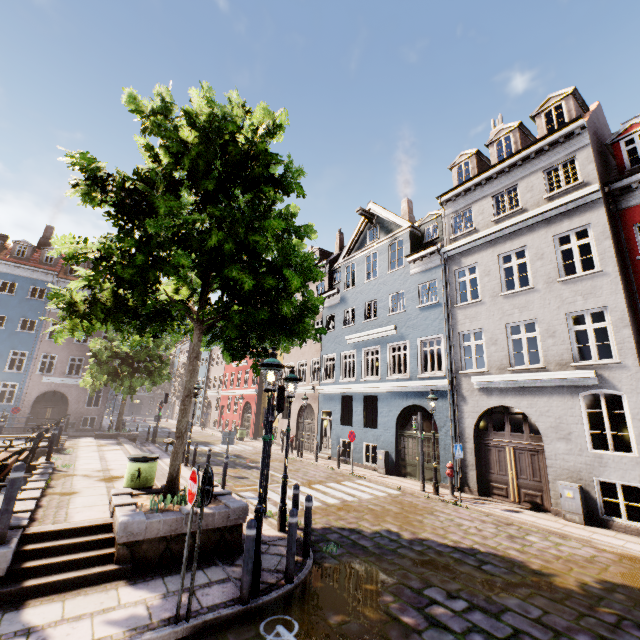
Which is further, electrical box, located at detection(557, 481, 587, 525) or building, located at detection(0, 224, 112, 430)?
building, located at detection(0, 224, 112, 430)

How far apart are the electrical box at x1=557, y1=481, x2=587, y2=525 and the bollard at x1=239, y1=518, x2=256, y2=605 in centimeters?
993cm

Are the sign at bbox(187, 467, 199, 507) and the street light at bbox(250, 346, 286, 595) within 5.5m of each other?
yes

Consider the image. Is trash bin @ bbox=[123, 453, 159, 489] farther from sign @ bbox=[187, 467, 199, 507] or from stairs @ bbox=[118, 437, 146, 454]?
sign @ bbox=[187, 467, 199, 507]

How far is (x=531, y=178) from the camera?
12.92m

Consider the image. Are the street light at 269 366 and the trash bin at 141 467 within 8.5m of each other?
yes

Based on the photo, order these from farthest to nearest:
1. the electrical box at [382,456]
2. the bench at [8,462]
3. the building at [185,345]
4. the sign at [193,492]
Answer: the building at [185,345], the electrical box at [382,456], the bench at [8,462], the sign at [193,492]

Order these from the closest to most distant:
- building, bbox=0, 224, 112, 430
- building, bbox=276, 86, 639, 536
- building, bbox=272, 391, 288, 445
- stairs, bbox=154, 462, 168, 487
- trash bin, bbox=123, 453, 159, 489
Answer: trash bin, bbox=123, 453, 159, 489 → stairs, bbox=154, 462, 168, 487 → building, bbox=276, 86, 639, 536 → building, bbox=272, 391, 288, 445 → building, bbox=0, 224, 112, 430
